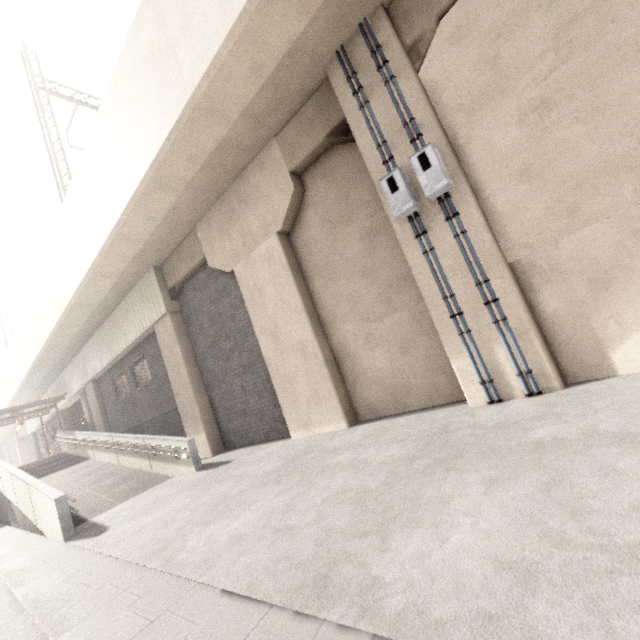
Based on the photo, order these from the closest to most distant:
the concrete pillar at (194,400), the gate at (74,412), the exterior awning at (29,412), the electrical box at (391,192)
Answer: the electrical box at (391,192) → the concrete pillar at (194,400) → the exterior awning at (29,412) → the gate at (74,412)

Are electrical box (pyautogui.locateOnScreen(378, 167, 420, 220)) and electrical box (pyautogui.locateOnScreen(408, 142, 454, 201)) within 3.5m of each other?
yes

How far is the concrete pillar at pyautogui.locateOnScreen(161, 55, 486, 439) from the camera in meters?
5.7 m

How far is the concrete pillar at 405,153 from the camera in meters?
5.1 m

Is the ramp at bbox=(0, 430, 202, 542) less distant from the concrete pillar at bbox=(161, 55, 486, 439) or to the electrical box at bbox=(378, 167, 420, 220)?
the concrete pillar at bbox=(161, 55, 486, 439)

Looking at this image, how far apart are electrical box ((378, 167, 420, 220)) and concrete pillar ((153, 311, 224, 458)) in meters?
8.8 m

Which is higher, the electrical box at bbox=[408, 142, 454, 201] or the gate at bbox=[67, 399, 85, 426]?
the gate at bbox=[67, 399, 85, 426]

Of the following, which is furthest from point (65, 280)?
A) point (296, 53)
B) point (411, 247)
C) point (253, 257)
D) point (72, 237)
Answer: point (411, 247)
